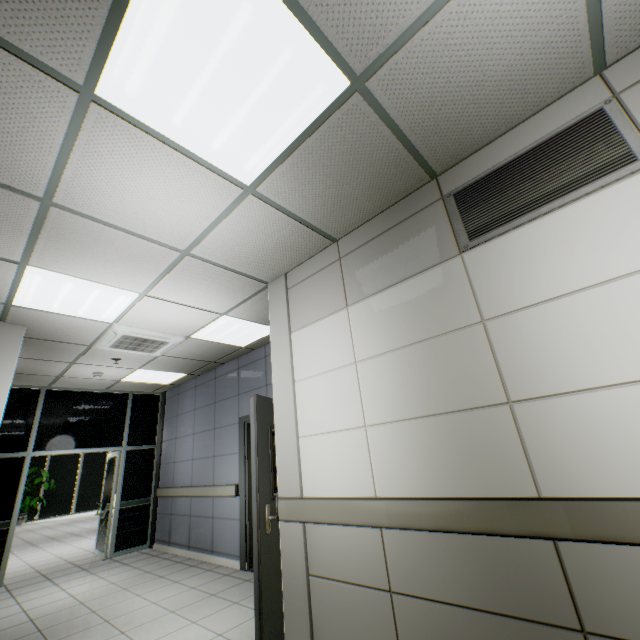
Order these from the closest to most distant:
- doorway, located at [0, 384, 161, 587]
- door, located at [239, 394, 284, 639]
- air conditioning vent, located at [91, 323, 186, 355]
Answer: door, located at [239, 394, 284, 639] < air conditioning vent, located at [91, 323, 186, 355] < doorway, located at [0, 384, 161, 587]

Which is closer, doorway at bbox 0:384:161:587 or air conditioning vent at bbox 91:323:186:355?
air conditioning vent at bbox 91:323:186:355

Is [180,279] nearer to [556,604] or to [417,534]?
[417,534]

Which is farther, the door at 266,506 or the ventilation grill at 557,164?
the door at 266,506

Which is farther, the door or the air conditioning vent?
the air conditioning vent

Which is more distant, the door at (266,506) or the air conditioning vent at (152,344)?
the air conditioning vent at (152,344)

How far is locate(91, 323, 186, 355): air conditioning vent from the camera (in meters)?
4.32

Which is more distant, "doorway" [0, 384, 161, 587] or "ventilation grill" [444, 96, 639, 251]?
"doorway" [0, 384, 161, 587]
